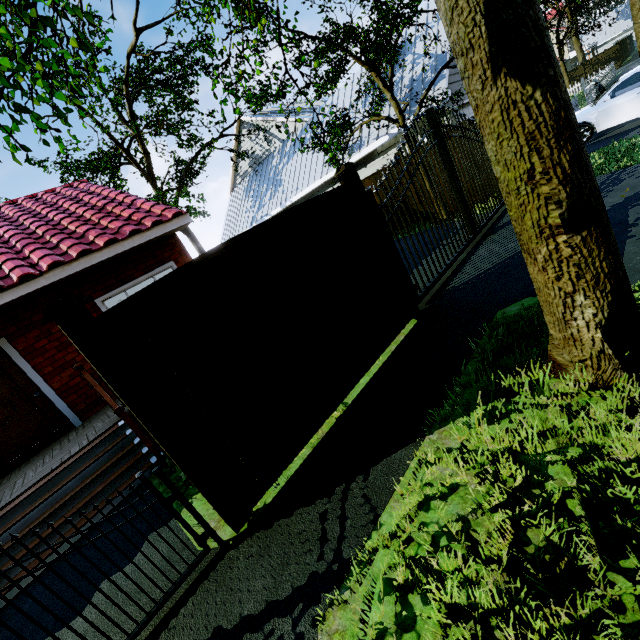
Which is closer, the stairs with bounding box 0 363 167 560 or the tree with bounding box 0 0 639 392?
the tree with bounding box 0 0 639 392

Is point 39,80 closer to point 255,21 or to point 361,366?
point 361,366

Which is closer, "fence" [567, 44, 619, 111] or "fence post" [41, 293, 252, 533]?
"fence post" [41, 293, 252, 533]

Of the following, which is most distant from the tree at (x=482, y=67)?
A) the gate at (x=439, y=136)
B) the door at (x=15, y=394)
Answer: the door at (x=15, y=394)

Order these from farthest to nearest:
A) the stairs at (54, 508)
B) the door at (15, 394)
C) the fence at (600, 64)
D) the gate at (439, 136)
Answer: the fence at (600, 64)
the door at (15, 394)
the gate at (439, 136)
the stairs at (54, 508)

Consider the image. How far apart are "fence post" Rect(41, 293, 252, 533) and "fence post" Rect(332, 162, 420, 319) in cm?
344

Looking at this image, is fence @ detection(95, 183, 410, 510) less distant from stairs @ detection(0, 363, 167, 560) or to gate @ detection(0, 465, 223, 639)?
gate @ detection(0, 465, 223, 639)

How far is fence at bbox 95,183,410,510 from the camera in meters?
2.9 m
